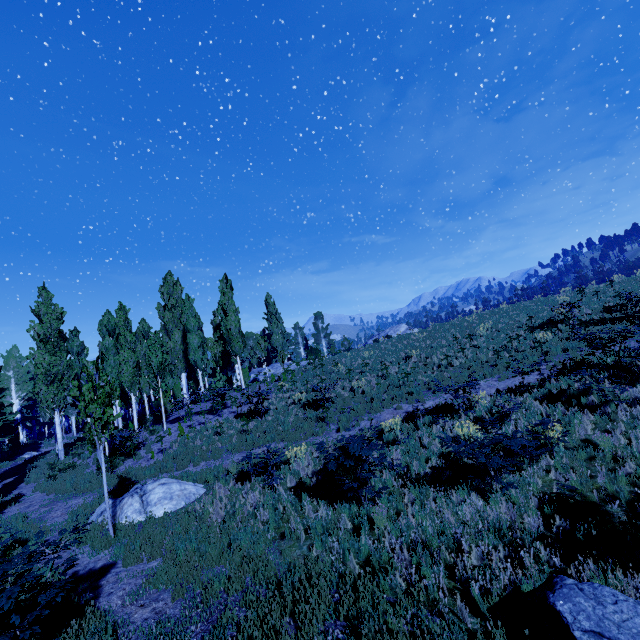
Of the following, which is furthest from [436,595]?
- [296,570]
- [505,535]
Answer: [296,570]

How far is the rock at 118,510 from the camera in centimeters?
987cm

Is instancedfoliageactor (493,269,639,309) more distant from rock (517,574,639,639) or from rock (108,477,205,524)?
rock (517,574,639,639)

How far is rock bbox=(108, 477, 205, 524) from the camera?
9.9 meters

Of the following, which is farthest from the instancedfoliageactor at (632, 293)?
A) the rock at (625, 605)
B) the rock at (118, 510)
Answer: the rock at (625, 605)

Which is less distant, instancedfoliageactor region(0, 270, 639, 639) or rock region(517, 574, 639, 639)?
rock region(517, 574, 639, 639)
